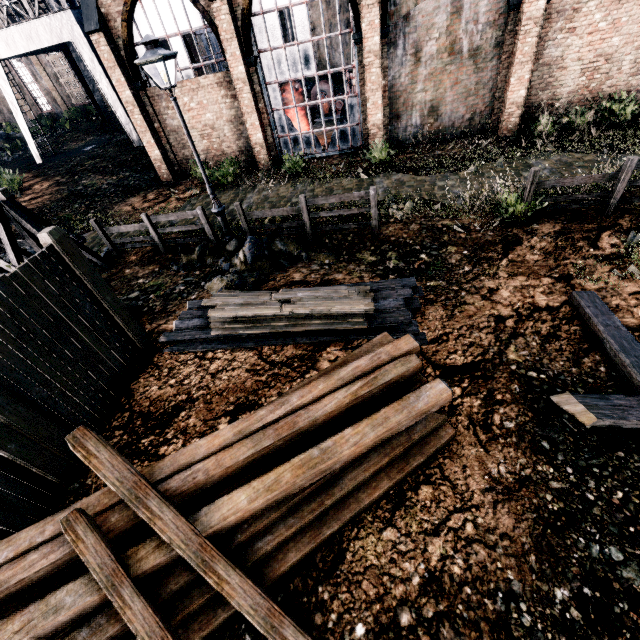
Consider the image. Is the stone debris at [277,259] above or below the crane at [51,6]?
below

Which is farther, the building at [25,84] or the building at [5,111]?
the building at [5,111]

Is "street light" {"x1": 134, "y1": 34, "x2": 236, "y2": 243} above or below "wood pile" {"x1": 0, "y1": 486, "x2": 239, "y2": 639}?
above

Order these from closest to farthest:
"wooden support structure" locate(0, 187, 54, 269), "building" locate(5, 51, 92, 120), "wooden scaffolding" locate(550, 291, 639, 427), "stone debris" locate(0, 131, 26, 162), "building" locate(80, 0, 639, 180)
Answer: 1. "wooden scaffolding" locate(550, 291, 639, 427)
2. "wooden support structure" locate(0, 187, 54, 269)
3. "building" locate(80, 0, 639, 180)
4. "stone debris" locate(0, 131, 26, 162)
5. "building" locate(5, 51, 92, 120)

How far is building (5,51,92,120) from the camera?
33.3 meters

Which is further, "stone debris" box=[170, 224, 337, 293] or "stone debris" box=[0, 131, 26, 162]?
"stone debris" box=[0, 131, 26, 162]

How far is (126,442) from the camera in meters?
6.0

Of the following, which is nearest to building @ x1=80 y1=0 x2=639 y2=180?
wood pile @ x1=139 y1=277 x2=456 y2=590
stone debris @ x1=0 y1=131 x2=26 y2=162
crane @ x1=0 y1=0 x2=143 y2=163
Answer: crane @ x1=0 y1=0 x2=143 y2=163
